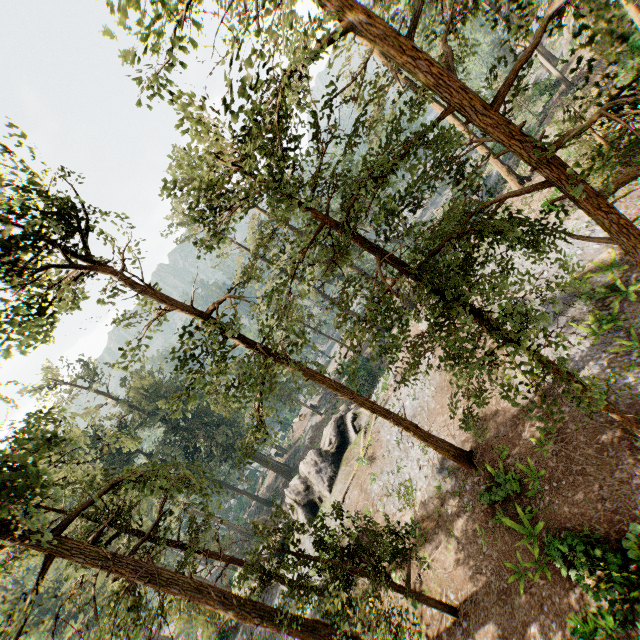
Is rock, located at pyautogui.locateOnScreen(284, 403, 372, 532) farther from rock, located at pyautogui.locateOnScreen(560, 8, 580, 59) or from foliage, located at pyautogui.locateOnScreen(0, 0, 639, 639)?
rock, located at pyautogui.locateOnScreen(560, 8, 580, 59)

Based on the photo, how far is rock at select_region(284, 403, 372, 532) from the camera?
27.8m

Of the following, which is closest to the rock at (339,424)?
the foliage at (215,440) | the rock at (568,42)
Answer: the foliage at (215,440)

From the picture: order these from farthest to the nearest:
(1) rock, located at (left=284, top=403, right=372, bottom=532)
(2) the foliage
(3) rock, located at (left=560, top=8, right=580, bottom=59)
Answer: (3) rock, located at (left=560, top=8, right=580, bottom=59), (1) rock, located at (left=284, top=403, right=372, bottom=532), (2) the foliage

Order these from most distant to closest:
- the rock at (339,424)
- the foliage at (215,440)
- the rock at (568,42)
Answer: the rock at (568,42)
the rock at (339,424)
the foliage at (215,440)

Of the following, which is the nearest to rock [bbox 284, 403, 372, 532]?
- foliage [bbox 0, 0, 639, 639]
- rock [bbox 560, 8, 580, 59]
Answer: foliage [bbox 0, 0, 639, 639]

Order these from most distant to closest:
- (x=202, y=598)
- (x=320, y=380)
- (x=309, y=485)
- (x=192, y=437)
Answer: (x=192, y=437) < (x=309, y=485) < (x=320, y=380) < (x=202, y=598)
